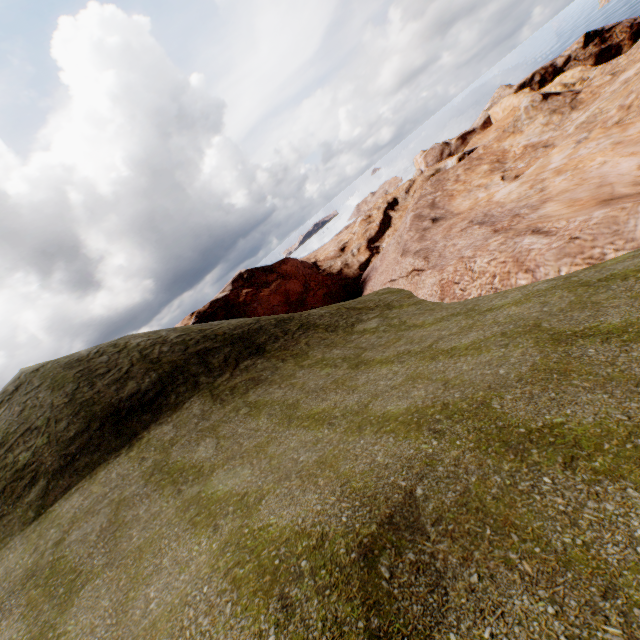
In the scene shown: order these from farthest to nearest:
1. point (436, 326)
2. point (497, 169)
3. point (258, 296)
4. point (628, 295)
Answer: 1. point (258, 296)
2. point (497, 169)
3. point (436, 326)
4. point (628, 295)
